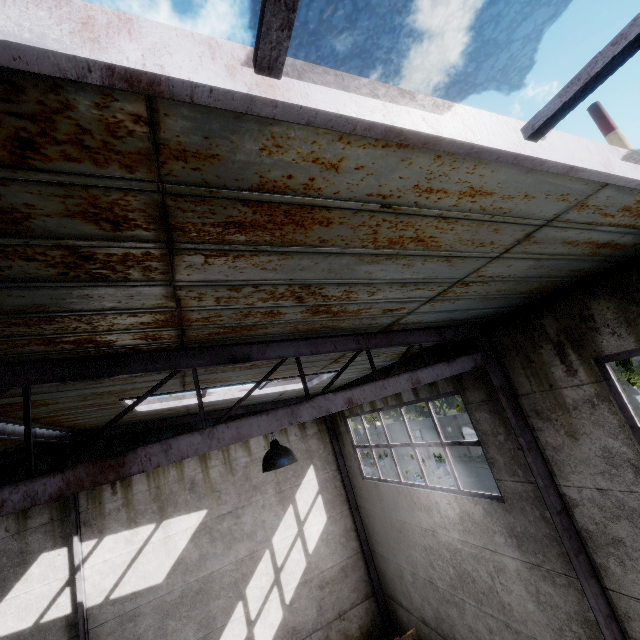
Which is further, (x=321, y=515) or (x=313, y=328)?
(x=321, y=515)

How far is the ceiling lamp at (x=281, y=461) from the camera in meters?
3.5

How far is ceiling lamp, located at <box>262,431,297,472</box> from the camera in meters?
3.5 m
